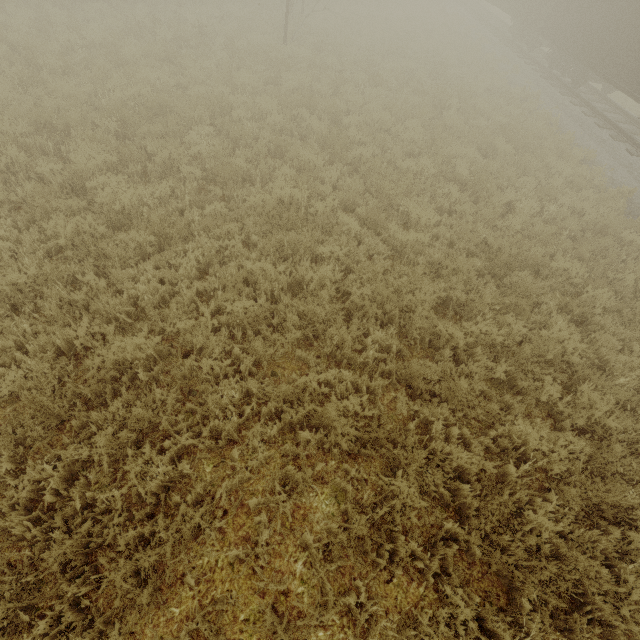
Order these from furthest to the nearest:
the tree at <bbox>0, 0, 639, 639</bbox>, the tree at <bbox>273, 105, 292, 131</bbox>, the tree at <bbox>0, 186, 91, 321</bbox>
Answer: the tree at <bbox>273, 105, 292, 131</bbox>, the tree at <bbox>0, 186, 91, 321</bbox>, the tree at <bbox>0, 0, 639, 639</bbox>

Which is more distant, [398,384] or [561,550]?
[398,384]

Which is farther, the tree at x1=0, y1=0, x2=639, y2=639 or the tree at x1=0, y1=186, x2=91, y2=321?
the tree at x1=0, y1=186, x2=91, y2=321

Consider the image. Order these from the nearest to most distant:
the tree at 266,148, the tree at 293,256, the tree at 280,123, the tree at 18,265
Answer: the tree at 293,256, the tree at 18,265, the tree at 266,148, the tree at 280,123

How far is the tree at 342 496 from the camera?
3.64m

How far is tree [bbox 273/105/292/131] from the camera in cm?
851
